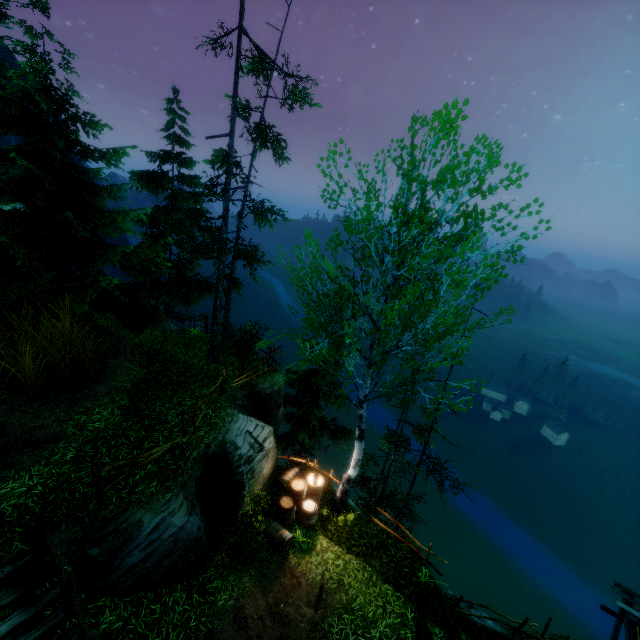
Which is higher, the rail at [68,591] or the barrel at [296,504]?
the rail at [68,591]

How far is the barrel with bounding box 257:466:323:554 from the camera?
10.2m

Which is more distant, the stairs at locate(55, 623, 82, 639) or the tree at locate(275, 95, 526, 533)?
the tree at locate(275, 95, 526, 533)

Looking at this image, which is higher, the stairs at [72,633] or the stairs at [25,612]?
the stairs at [25,612]

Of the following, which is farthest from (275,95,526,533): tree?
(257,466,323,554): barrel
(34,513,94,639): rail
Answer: (34,513,94,639): rail

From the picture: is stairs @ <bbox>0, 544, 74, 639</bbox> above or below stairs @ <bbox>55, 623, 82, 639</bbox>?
above

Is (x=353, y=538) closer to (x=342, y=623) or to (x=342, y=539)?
(x=342, y=539)

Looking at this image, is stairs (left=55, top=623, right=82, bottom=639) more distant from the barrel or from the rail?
the barrel
